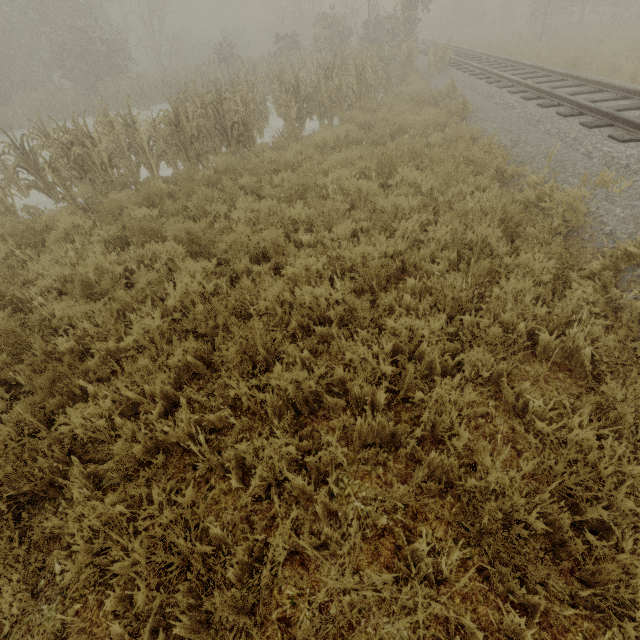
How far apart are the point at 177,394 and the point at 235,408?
0.6 meters
